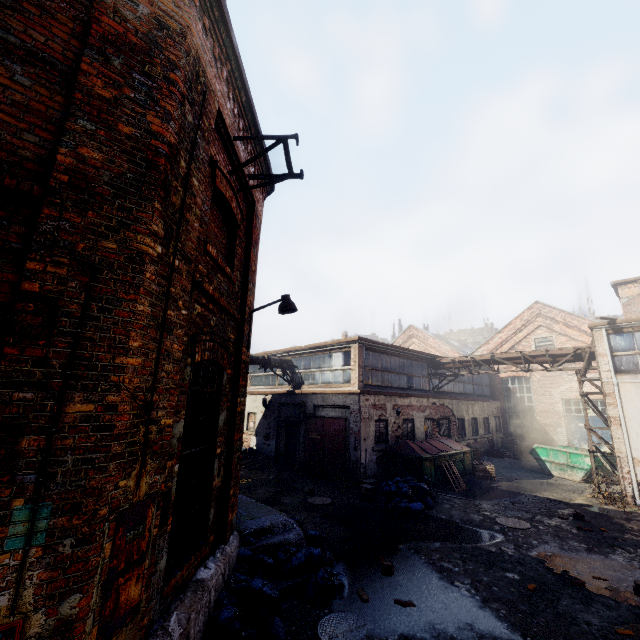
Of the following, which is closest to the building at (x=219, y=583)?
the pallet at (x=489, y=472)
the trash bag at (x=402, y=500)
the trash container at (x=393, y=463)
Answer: the trash bag at (x=402, y=500)

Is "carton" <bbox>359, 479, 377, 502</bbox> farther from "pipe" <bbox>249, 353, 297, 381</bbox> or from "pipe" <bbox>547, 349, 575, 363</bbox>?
"pipe" <bbox>547, 349, 575, 363</bbox>

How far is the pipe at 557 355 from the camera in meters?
14.4 m

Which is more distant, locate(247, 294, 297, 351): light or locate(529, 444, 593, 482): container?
locate(529, 444, 593, 482): container

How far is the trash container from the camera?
12.9 meters

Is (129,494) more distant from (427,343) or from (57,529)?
(427,343)

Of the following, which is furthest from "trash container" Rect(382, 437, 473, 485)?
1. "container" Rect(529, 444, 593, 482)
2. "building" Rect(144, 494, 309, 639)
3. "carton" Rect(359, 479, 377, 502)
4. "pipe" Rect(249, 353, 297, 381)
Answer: "building" Rect(144, 494, 309, 639)

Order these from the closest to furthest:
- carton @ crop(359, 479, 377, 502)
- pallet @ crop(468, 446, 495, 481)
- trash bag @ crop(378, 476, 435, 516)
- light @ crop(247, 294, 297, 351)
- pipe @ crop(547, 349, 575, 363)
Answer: light @ crop(247, 294, 297, 351) → trash bag @ crop(378, 476, 435, 516) → carton @ crop(359, 479, 377, 502) → pipe @ crop(547, 349, 575, 363) → pallet @ crop(468, 446, 495, 481)
